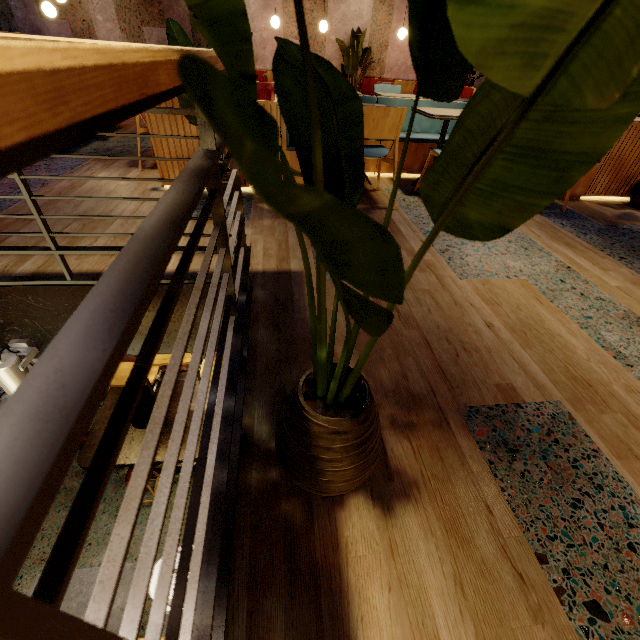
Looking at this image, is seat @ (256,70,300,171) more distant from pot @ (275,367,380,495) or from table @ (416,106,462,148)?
pot @ (275,367,380,495)

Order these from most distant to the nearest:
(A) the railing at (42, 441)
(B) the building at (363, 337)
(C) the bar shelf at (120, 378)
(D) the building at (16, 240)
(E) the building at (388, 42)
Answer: (E) the building at (388, 42) → (C) the bar shelf at (120, 378) → (D) the building at (16, 240) → (B) the building at (363, 337) → (A) the railing at (42, 441)

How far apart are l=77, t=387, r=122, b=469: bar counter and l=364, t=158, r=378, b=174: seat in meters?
4.0 m

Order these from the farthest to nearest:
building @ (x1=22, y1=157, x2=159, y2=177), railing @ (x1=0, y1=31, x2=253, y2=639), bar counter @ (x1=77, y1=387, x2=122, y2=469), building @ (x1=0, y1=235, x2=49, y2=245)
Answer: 1. bar counter @ (x1=77, y1=387, x2=122, y2=469)
2. building @ (x1=22, y1=157, x2=159, y2=177)
3. building @ (x1=0, y1=235, x2=49, y2=245)
4. railing @ (x1=0, y1=31, x2=253, y2=639)

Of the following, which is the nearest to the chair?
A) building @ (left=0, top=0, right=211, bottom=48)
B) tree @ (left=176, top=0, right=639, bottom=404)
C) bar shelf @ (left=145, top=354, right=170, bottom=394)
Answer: building @ (left=0, top=0, right=211, bottom=48)

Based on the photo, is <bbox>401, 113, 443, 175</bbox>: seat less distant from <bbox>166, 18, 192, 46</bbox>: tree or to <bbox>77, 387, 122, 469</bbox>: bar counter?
<bbox>166, 18, 192, 46</bbox>: tree

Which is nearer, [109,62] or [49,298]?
[109,62]

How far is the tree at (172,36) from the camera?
2.3m
